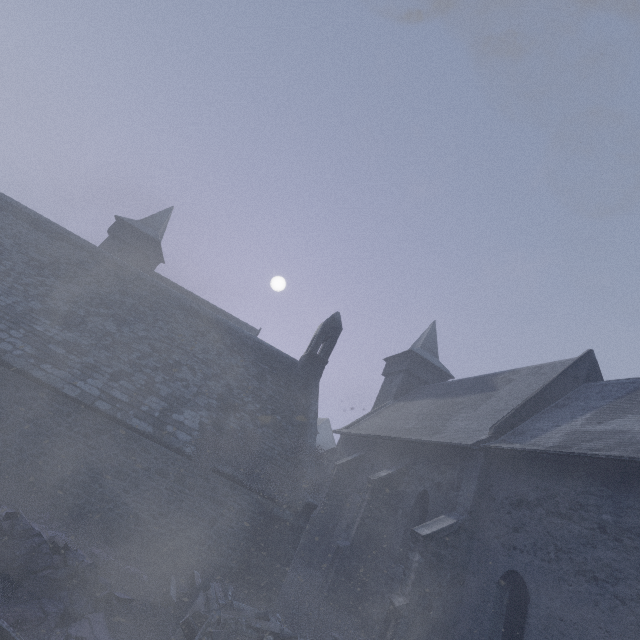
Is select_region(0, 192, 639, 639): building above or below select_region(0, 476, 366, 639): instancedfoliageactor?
above

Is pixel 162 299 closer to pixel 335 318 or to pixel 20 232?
pixel 20 232

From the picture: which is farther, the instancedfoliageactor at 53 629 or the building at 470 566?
the building at 470 566

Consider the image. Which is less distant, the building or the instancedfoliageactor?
the instancedfoliageactor

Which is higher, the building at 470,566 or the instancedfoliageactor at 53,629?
the building at 470,566
